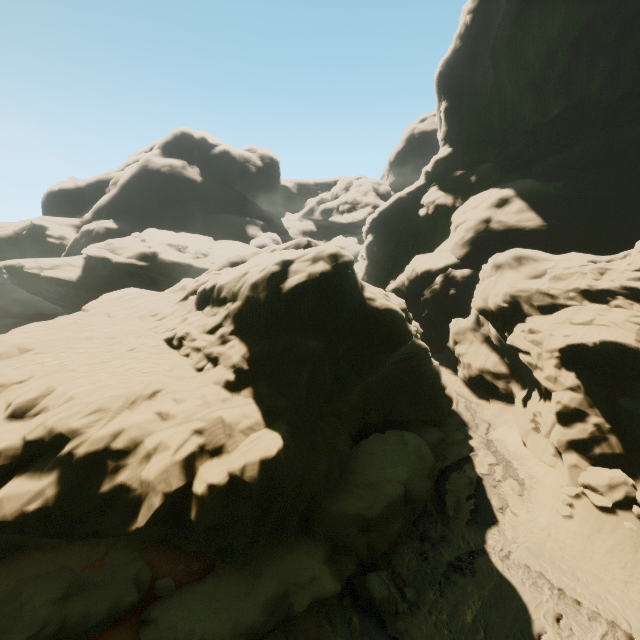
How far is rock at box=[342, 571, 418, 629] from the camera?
9.83m

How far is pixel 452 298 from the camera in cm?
3200

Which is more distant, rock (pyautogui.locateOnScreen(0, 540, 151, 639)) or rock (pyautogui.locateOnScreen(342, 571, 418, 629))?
rock (pyautogui.locateOnScreen(342, 571, 418, 629))

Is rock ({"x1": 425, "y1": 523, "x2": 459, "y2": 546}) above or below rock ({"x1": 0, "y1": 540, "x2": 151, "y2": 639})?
below

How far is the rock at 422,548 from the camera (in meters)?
11.46
